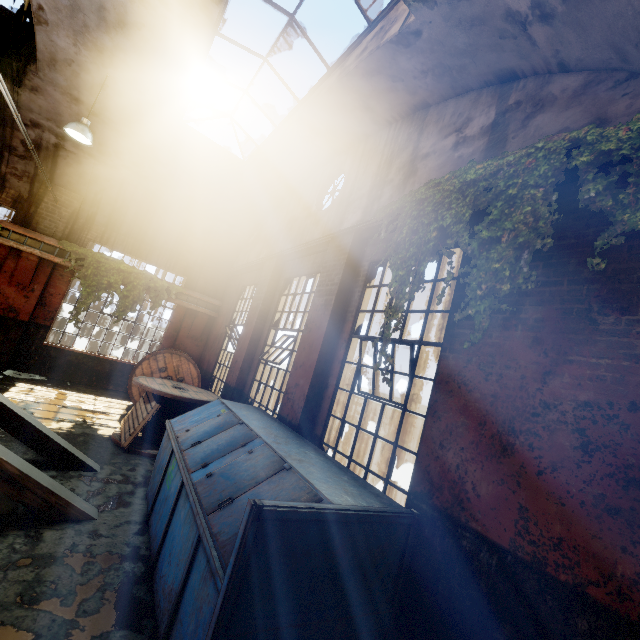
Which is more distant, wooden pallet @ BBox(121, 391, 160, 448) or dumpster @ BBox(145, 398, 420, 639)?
wooden pallet @ BBox(121, 391, 160, 448)

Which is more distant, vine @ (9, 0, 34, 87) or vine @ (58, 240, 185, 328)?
vine @ (58, 240, 185, 328)

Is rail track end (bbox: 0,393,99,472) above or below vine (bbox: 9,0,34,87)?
below

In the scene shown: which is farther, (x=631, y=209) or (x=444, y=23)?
(x=444, y=23)

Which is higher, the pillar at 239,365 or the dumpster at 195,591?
the pillar at 239,365

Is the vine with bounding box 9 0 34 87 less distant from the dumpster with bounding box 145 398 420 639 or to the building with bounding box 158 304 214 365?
the building with bounding box 158 304 214 365

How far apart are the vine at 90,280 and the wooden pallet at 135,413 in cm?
364

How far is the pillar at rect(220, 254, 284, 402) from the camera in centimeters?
791cm
